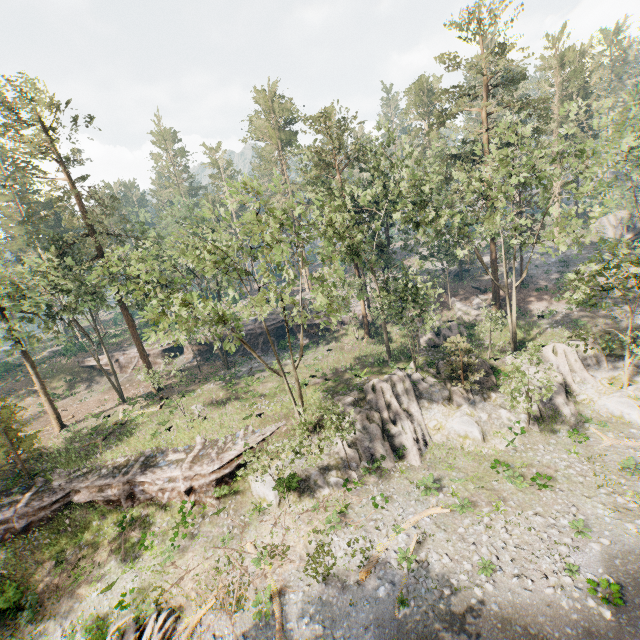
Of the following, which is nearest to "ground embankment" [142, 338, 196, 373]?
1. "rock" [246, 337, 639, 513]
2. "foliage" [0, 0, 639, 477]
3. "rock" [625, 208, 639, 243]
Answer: "foliage" [0, 0, 639, 477]

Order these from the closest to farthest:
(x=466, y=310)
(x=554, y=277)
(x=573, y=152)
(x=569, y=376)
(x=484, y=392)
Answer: (x=569, y=376) < (x=484, y=392) < (x=466, y=310) < (x=554, y=277) < (x=573, y=152)

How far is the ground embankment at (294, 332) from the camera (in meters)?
43.81

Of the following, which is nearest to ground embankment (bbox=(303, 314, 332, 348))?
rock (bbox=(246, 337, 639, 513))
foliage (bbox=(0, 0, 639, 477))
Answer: foliage (bbox=(0, 0, 639, 477))

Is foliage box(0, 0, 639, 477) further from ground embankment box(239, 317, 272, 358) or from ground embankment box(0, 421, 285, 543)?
ground embankment box(239, 317, 272, 358)

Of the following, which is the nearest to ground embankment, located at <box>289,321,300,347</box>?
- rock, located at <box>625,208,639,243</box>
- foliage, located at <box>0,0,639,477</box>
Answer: foliage, located at <box>0,0,639,477</box>

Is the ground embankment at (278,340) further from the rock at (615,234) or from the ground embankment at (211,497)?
the rock at (615,234)

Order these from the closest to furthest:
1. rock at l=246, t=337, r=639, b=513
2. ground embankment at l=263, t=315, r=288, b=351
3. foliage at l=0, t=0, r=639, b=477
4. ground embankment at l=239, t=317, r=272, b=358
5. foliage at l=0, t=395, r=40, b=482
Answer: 1. foliage at l=0, t=0, r=639, b=477
2. rock at l=246, t=337, r=639, b=513
3. foliage at l=0, t=395, r=40, b=482
4. ground embankment at l=263, t=315, r=288, b=351
5. ground embankment at l=239, t=317, r=272, b=358
